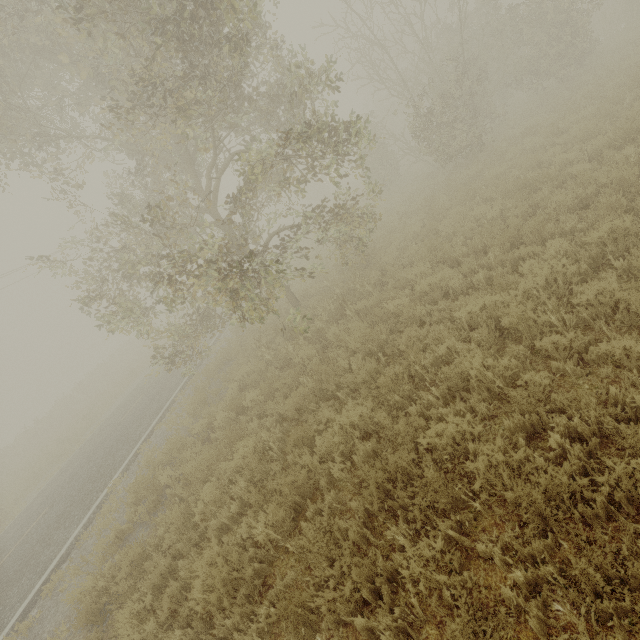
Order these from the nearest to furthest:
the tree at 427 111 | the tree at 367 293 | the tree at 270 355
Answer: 1. the tree at 427 111
2. the tree at 367 293
3. the tree at 270 355

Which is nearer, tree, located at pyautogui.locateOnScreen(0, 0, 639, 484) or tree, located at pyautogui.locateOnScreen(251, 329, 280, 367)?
tree, located at pyautogui.locateOnScreen(0, 0, 639, 484)

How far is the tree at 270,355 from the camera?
9.9 meters

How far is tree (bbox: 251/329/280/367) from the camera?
9.89m

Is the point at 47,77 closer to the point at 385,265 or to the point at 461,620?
the point at 385,265

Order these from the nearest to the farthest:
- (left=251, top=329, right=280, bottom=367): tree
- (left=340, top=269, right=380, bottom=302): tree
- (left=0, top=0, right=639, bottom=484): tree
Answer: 1. (left=0, top=0, right=639, bottom=484): tree
2. (left=340, top=269, right=380, bottom=302): tree
3. (left=251, top=329, right=280, bottom=367): tree
